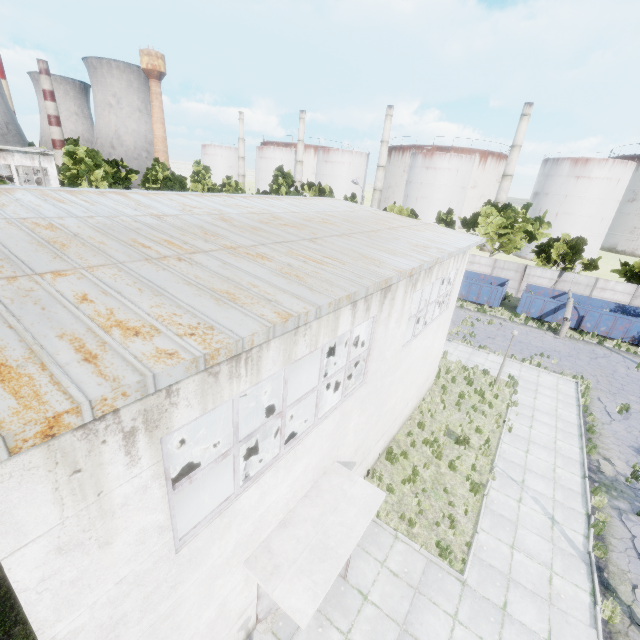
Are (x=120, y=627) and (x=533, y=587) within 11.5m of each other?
yes

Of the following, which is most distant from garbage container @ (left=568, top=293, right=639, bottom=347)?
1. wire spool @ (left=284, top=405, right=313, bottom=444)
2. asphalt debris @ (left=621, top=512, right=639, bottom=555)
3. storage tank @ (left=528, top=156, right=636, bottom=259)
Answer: storage tank @ (left=528, top=156, right=636, bottom=259)

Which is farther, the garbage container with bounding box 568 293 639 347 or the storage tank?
the storage tank

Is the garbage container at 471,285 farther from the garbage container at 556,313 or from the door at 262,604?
the door at 262,604

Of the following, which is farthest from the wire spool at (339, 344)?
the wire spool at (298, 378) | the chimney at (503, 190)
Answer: the chimney at (503, 190)

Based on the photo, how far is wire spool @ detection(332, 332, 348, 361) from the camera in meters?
17.9 m

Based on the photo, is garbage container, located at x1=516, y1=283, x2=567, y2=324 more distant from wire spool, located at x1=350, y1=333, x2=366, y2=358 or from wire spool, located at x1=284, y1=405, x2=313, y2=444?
wire spool, located at x1=284, y1=405, x2=313, y2=444

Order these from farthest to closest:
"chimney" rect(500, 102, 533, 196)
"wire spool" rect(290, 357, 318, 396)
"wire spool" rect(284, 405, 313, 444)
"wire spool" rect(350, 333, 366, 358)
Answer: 1. "chimney" rect(500, 102, 533, 196)
2. "wire spool" rect(350, 333, 366, 358)
3. "wire spool" rect(290, 357, 318, 396)
4. "wire spool" rect(284, 405, 313, 444)
